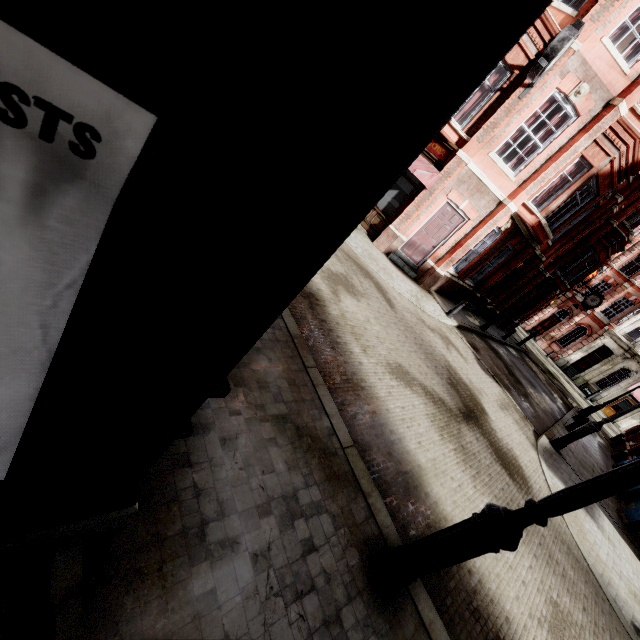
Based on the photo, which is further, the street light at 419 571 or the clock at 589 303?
Result: the clock at 589 303

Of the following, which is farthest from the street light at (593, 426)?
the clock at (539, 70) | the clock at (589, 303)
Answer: the clock at (589, 303)

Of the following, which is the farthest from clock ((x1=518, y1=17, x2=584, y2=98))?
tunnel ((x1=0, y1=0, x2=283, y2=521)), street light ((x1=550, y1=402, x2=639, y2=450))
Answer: tunnel ((x1=0, y1=0, x2=283, y2=521))

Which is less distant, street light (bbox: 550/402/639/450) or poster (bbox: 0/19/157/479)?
poster (bbox: 0/19/157/479)

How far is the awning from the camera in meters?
11.0 m

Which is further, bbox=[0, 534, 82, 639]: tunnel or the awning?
the awning

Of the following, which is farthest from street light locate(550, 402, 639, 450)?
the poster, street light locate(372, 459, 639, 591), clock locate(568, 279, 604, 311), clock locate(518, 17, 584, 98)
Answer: clock locate(568, 279, 604, 311)

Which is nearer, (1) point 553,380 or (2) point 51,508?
(2) point 51,508
